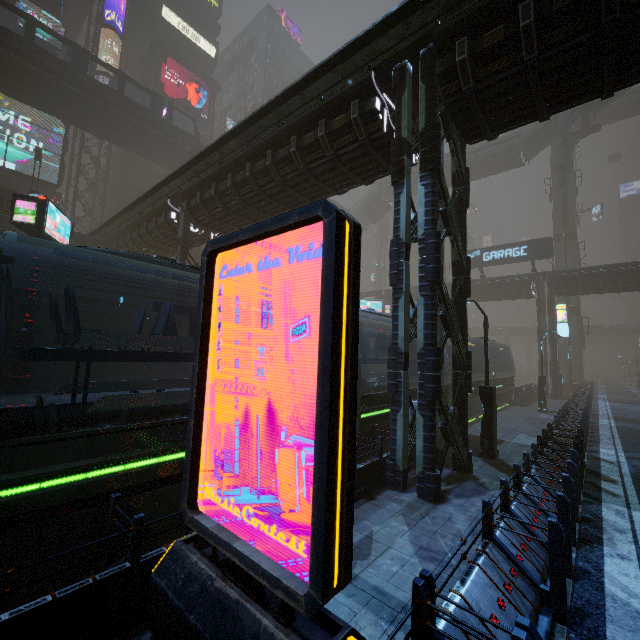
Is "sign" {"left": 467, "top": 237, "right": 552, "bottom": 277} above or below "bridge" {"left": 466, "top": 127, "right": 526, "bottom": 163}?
below

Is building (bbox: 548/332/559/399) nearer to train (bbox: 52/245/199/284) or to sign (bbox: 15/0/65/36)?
train (bbox: 52/245/199/284)

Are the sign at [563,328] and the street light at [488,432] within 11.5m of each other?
no

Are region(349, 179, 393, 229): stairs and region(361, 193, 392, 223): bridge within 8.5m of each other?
yes

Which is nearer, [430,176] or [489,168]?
[430,176]

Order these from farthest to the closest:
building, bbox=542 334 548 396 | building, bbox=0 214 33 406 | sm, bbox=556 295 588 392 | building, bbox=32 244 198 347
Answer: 1. sm, bbox=556 295 588 392
2. building, bbox=542 334 548 396
3. building, bbox=32 244 198 347
4. building, bbox=0 214 33 406

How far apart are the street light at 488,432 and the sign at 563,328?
24.8m

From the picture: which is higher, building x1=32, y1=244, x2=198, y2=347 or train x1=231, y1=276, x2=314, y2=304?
building x1=32, y1=244, x2=198, y2=347
